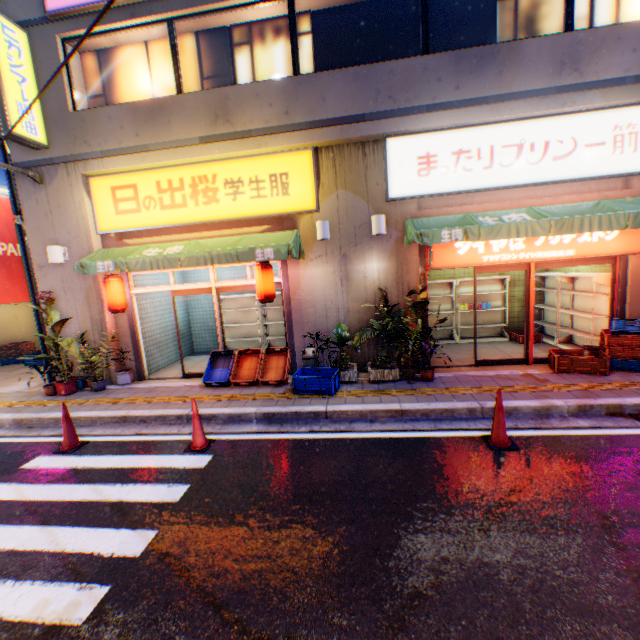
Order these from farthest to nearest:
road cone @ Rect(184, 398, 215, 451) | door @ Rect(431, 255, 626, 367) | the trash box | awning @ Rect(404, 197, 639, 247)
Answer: the trash box, door @ Rect(431, 255, 626, 367), awning @ Rect(404, 197, 639, 247), road cone @ Rect(184, 398, 215, 451)

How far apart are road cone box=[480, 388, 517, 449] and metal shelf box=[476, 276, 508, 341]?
5.4 meters

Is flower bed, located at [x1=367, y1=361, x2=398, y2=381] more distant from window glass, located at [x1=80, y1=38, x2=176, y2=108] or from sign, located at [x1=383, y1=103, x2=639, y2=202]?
window glass, located at [x1=80, y1=38, x2=176, y2=108]

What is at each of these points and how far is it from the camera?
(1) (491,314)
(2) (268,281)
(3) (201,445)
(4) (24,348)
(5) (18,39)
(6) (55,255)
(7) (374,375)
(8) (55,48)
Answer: (1) metal shelf, 10.3 meters
(2) street lamp, 7.6 meters
(3) road cone, 5.4 meters
(4) plastic crate, 12.2 meters
(5) sign, 7.2 meters
(6) street lamp, 7.8 meters
(7) flower bed, 7.2 meters
(8) building, 7.4 meters

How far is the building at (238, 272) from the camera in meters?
11.1

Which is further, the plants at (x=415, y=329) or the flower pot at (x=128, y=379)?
the flower pot at (x=128, y=379)

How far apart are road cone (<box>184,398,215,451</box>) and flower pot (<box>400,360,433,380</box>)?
4.12m

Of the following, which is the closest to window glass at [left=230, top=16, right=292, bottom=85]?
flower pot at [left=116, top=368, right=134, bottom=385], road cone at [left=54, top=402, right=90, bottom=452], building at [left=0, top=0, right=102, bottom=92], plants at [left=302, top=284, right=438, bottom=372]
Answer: building at [left=0, top=0, right=102, bottom=92]
